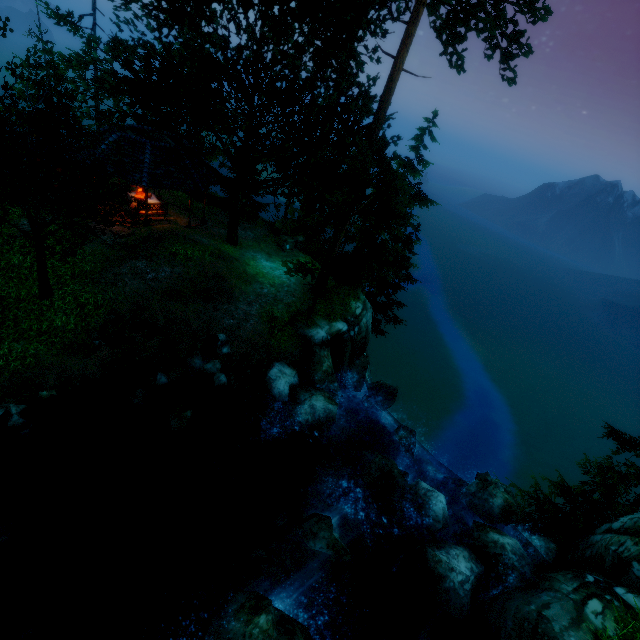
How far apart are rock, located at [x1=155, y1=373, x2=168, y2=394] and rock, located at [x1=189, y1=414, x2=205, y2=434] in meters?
0.4

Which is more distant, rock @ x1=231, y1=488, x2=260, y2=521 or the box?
the box

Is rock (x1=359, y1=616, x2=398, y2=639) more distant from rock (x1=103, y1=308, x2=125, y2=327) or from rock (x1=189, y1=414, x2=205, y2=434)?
rock (x1=103, y1=308, x2=125, y2=327)

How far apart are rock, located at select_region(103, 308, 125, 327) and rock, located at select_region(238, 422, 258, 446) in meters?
5.7

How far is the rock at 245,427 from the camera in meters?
11.9 m

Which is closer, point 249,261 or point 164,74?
point 164,74

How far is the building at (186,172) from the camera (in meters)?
15.17

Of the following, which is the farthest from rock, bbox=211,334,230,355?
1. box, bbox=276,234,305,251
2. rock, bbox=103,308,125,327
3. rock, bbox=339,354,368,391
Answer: box, bbox=276,234,305,251
